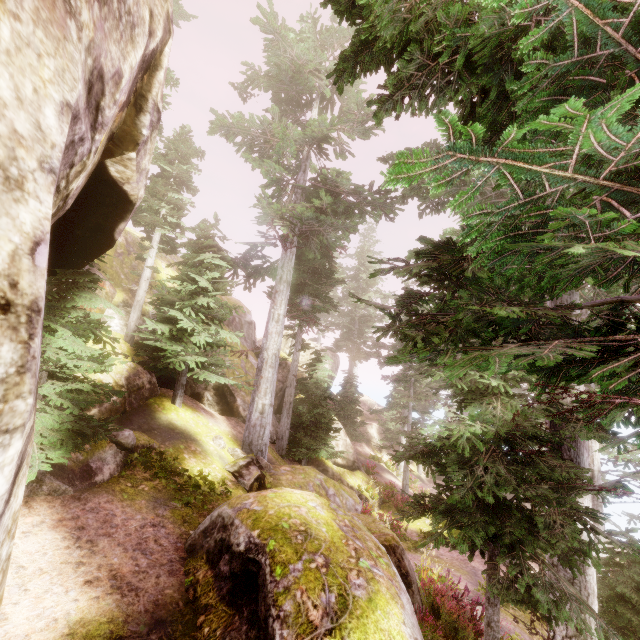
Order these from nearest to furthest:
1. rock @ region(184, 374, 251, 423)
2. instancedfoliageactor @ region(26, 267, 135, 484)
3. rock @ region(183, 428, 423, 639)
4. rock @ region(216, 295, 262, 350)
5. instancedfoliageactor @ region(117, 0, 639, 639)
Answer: instancedfoliageactor @ region(117, 0, 639, 639) → rock @ region(183, 428, 423, 639) → instancedfoliageactor @ region(26, 267, 135, 484) → rock @ region(184, 374, 251, 423) → rock @ region(216, 295, 262, 350)

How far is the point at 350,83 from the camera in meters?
2.8 m

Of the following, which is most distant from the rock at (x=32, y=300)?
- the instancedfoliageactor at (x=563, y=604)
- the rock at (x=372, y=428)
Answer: the rock at (x=372, y=428)

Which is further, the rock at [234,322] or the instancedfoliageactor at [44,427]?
the rock at [234,322]

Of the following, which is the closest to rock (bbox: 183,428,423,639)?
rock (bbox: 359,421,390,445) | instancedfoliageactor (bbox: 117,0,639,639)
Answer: instancedfoliageactor (bbox: 117,0,639,639)

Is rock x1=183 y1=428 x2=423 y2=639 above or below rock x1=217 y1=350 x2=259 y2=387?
below

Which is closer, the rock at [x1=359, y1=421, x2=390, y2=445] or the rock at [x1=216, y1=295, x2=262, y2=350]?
the rock at [x1=216, y1=295, x2=262, y2=350]

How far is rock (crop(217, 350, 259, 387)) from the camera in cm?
1771
